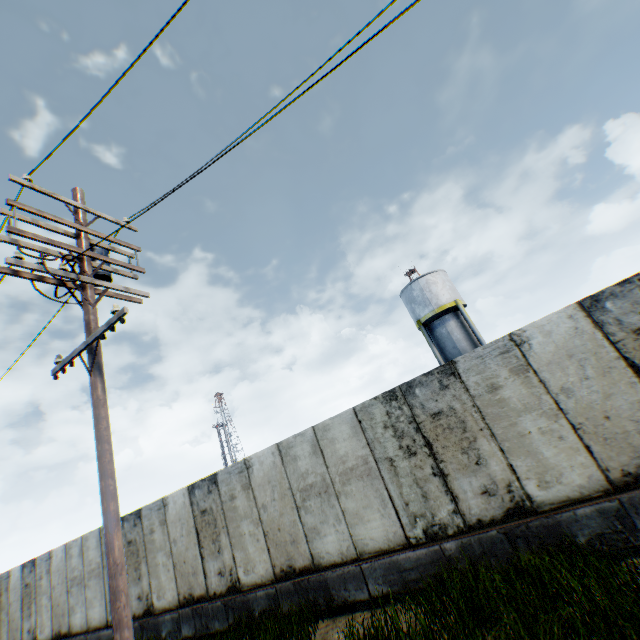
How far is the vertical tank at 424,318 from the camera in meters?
23.2 m

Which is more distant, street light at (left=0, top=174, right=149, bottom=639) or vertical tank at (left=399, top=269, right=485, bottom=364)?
vertical tank at (left=399, top=269, right=485, bottom=364)

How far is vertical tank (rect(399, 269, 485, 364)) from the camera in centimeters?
2325cm

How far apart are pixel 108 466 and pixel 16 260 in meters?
3.6

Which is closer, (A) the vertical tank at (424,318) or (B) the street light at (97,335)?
(B) the street light at (97,335)
